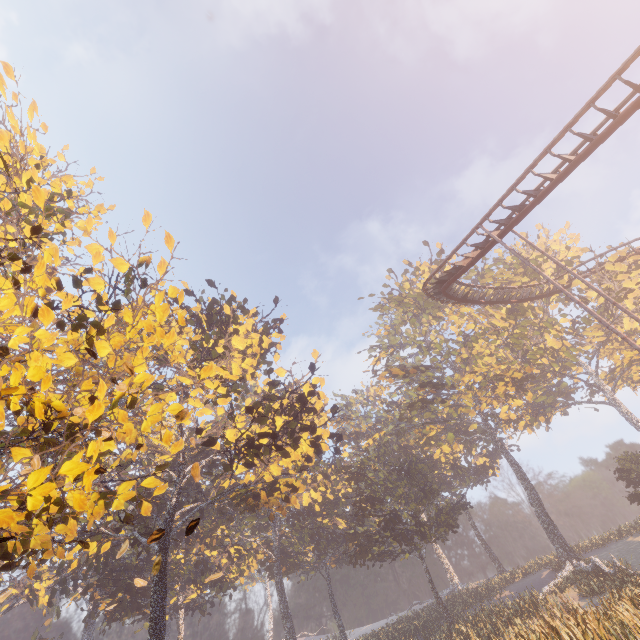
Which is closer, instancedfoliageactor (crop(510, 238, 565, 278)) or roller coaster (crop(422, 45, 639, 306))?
roller coaster (crop(422, 45, 639, 306))

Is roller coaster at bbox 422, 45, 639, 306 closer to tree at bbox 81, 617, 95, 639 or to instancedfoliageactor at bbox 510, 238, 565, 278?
instancedfoliageactor at bbox 510, 238, 565, 278

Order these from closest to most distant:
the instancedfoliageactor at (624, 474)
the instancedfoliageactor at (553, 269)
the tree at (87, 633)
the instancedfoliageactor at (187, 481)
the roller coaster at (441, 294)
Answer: the roller coaster at (441, 294)
the instancedfoliageactor at (187, 481)
the instancedfoliageactor at (624, 474)
the instancedfoliageactor at (553, 269)
the tree at (87, 633)

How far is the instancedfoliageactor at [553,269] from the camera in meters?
36.4

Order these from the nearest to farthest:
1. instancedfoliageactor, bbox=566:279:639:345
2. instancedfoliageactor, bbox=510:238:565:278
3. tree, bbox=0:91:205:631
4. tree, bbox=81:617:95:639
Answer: tree, bbox=0:91:205:631, instancedfoliageactor, bbox=566:279:639:345, instancedfoliageactor, bbox=510:238:565:278, tree, bbox=81:617:95:639

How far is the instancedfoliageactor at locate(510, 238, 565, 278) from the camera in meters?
36.4 m

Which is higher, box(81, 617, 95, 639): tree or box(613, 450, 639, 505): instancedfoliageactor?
box(81, 617, 95, 639): tree

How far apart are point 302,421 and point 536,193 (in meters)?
19.92
